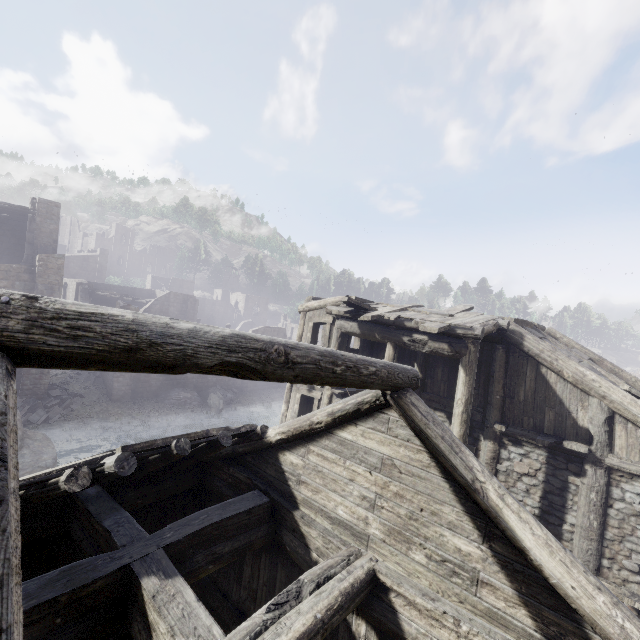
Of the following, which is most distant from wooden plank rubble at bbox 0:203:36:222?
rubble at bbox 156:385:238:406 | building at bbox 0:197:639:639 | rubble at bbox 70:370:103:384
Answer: rubble at bbox 156:385:238:406

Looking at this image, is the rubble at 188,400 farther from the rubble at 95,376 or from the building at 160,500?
the rubble at 95,376

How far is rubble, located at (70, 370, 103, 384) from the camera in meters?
25.2

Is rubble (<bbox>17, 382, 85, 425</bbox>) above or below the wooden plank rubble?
below

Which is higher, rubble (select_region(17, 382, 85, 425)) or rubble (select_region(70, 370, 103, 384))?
rubble (select_region(70, 370, 103, 384))

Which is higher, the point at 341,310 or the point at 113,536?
the point at 341,310

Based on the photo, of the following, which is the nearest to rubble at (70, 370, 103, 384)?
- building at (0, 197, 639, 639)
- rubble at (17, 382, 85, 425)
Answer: building at (0, 197, 639, 639)

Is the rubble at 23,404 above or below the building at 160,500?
below
